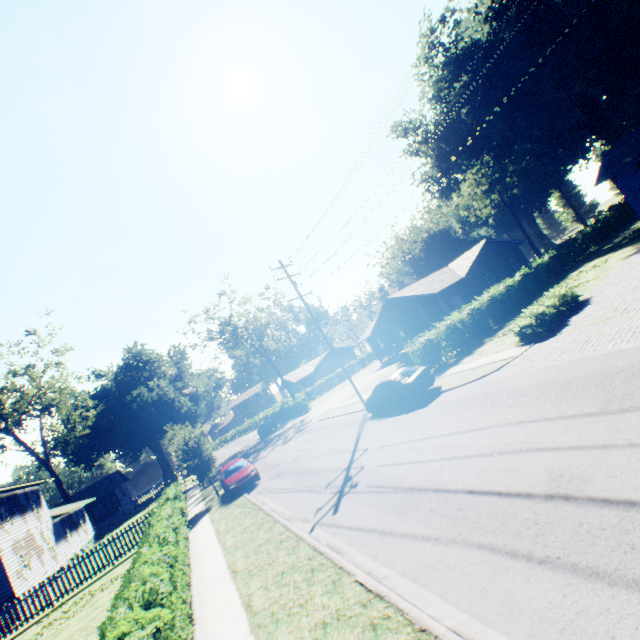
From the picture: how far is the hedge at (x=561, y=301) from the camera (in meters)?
14.45

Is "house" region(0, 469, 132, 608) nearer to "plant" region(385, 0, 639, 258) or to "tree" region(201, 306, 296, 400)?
"plant" region(385, 0, 639, 258)

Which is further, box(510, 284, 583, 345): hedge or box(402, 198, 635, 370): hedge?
box(402, 198, 635, 370): hedge

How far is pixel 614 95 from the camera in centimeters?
3322cm

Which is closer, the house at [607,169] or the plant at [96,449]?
the plant at [96,449]

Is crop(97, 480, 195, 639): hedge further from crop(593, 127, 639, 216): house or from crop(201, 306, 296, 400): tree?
crop(201, 306, 296, 400): tree

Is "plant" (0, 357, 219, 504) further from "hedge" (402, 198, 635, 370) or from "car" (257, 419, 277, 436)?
"hedge" (402, 198, 635, 370)

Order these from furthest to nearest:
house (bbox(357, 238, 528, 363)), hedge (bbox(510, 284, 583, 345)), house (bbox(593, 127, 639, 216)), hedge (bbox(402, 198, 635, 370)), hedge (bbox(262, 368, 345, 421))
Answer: hedge (bbox(262, 368, 345, 421)) < house (bbox(357, 238, 528, 363)) < house (bbox(593, 127, 639, 216)) < hedge (bbox(402, 198, 635, 370)) < hedge (bbox(510, 284, 583, 345))
